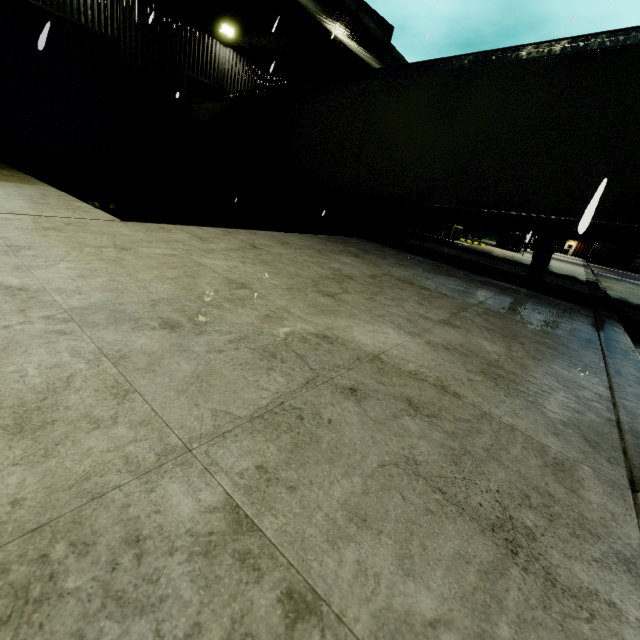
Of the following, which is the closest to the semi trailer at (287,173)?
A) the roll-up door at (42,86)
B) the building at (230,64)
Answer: the building at (230,64)

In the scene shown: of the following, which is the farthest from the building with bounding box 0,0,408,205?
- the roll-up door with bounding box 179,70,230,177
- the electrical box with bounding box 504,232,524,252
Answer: the electrical box with bounding box 504,232,524,252

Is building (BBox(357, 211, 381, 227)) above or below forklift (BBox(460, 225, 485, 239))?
below

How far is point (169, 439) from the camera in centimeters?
107cm

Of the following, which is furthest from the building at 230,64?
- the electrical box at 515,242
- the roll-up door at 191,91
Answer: the electrical box at 515,242

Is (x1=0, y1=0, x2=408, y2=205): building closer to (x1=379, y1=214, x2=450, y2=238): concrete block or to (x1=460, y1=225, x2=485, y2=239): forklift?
(x1=379, y1=214, x2=450, y2=238): concrete block

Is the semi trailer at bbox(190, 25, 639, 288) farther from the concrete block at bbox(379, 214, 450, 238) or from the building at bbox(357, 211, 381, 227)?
the concrete block at bbox(379, 214, 450, 238)

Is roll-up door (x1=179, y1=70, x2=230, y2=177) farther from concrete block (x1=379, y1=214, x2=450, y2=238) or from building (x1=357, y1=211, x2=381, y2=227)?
concrete block (x1=379, y1=214, x2=450, y2=238)
